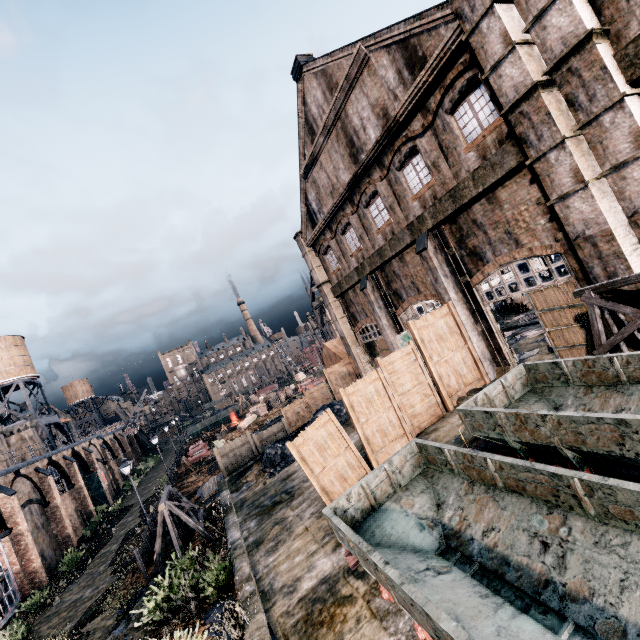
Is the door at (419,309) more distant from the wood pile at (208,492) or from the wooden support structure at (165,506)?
the wood pile at (208,492)

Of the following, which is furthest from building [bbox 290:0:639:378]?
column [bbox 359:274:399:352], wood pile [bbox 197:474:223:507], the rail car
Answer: wood pile [bbox 197:474:223:507]

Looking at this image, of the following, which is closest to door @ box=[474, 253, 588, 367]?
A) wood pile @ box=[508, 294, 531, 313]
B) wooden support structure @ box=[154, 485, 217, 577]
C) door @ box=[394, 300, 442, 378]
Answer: door @ box=[394, 300, 442, 378]

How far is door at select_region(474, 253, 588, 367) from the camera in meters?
12.3 m

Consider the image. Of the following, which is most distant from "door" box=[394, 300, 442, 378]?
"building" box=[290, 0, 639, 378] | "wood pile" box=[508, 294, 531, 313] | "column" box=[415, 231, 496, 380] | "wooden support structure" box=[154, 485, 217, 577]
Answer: "wood pile" box=[508, 294, 531, 313]

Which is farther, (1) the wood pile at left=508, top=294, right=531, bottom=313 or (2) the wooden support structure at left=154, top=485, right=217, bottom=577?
(1) the wood pile at left=508, top=294, right=531, bottom=313

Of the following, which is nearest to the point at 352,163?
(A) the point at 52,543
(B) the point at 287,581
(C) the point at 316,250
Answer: (C) the point at 316,250

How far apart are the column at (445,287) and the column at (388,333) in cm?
565
